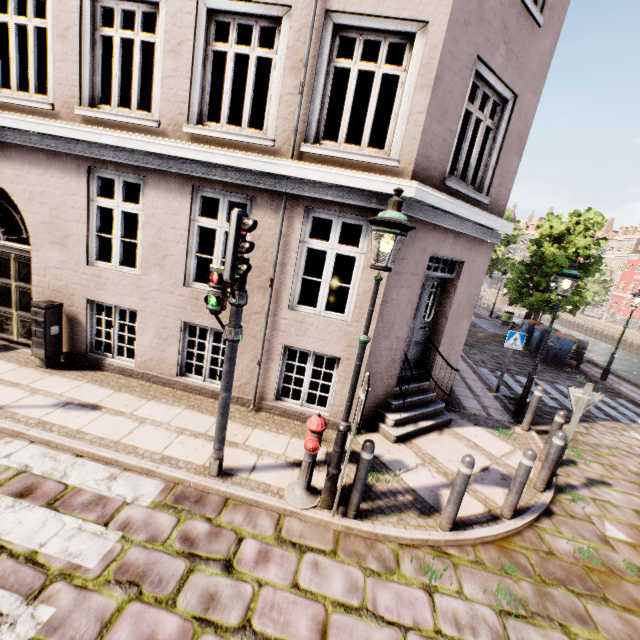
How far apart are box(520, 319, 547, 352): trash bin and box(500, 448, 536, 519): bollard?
14.1m

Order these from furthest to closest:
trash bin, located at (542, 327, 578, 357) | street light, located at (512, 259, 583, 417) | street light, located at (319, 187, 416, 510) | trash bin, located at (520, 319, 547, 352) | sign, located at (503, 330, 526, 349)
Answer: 1. trash bin, located at (520, 319, 547, 352)
2. trash bin, located at (542, 327, 578, 357)
3. sign, located at (503, 330, 526, 349)
4. street light, located at (512, 259, 583, 417)
5. street light, located at (319, 187, 416, 510)

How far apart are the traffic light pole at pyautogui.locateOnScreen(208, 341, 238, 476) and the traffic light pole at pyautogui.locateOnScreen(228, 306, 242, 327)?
0.2 meters

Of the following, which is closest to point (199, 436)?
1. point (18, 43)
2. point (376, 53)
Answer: point (18, 43)

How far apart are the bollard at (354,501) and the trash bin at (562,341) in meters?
14.7

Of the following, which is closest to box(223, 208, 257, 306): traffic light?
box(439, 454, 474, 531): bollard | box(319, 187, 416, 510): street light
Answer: box(319, 187, 416, 510): street light

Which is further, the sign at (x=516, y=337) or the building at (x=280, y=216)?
the sign at (x=516, y=337)

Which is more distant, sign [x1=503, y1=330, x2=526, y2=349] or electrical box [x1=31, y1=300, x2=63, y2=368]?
sign [x1=503, y1=330, x2=526, y2=349]
